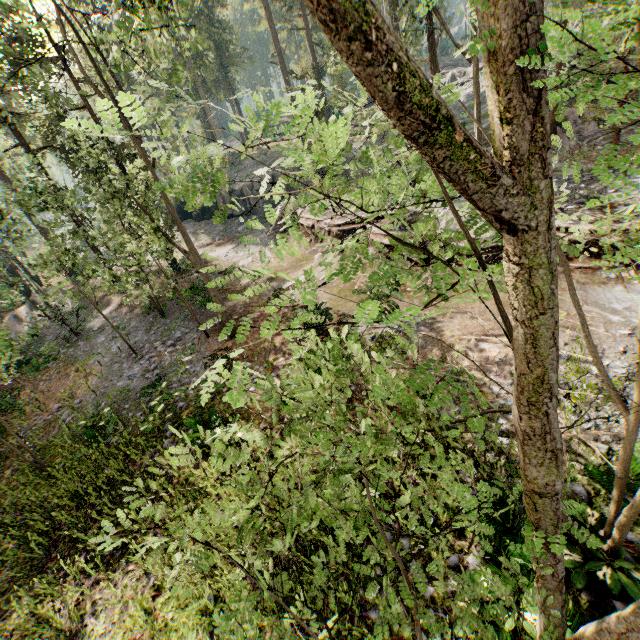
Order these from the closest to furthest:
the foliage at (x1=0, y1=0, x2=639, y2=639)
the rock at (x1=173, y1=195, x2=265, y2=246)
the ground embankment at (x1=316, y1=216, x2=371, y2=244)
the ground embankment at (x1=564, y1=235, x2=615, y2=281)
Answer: the foliage at (x1=0, y1=0, x2=639, y2=639), the ground embankment at (x1=564, y1=235, x2=615, y2=281), the ground embankment at (x1=316, y1=216, x2=371, y2=244), the rock at (x1=173, y1=195, x2=265, y2=246)

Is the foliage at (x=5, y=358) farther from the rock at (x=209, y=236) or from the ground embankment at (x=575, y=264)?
the rock at (x=209, y=236)

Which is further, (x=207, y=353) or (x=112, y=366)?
(x=112, y=366)

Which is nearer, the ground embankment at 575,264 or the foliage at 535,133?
the foliage at 535,133

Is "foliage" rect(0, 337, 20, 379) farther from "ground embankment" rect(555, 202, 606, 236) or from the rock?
the rock

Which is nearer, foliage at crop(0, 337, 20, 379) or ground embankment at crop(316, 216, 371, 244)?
foliage at crop(0, 337, 20, 379)

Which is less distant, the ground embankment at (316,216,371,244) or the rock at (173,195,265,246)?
the ground embankment at (316,216,371,244)

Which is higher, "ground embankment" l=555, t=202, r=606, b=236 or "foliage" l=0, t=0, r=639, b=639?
"foliage" l=0, t=0, r=639, b=639
